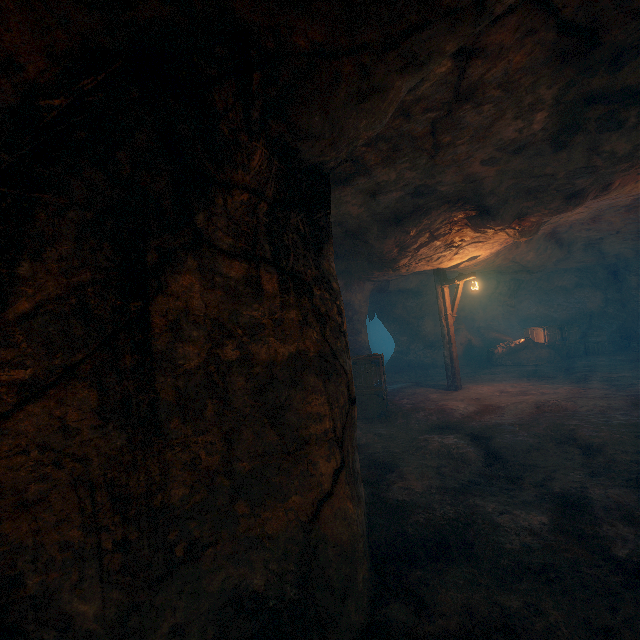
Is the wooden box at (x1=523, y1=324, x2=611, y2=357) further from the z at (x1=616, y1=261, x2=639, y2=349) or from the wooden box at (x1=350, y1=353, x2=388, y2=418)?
the wooden box at (x1=350, y1=353, x2=388, y2=418)

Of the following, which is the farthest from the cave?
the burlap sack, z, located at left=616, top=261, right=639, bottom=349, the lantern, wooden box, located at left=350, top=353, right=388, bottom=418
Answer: z, located at left=616, top=261, right=639, bottom=349

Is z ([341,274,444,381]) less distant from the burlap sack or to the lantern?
the burlap sack

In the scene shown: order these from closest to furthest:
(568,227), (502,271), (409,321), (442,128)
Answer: (442,128) → (568,227) → (502,271) → (409,321)

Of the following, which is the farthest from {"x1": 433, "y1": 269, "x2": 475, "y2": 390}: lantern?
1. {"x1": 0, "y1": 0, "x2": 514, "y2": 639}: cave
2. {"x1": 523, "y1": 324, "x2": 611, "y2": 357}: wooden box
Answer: {"x1": 523, "y1": 324, "x2": 611, "y2": 357}: wooden box

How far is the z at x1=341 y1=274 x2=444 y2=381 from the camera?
14.92m

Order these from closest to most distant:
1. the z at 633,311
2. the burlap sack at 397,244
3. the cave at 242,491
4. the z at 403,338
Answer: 1. the cave at 242,491
2. the burlap sack at 397,244
3. the z at 403,338
4. the z at 633,311

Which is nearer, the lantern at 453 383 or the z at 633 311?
the lantern at 453 383
